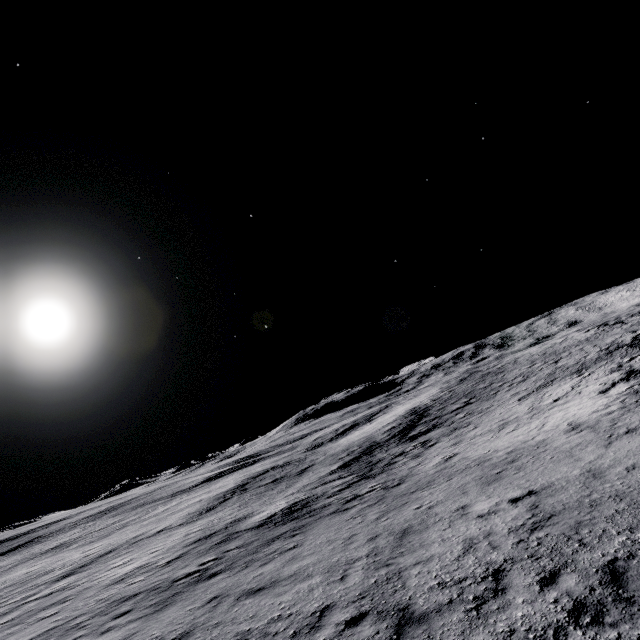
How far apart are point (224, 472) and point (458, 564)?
53.0 meters
